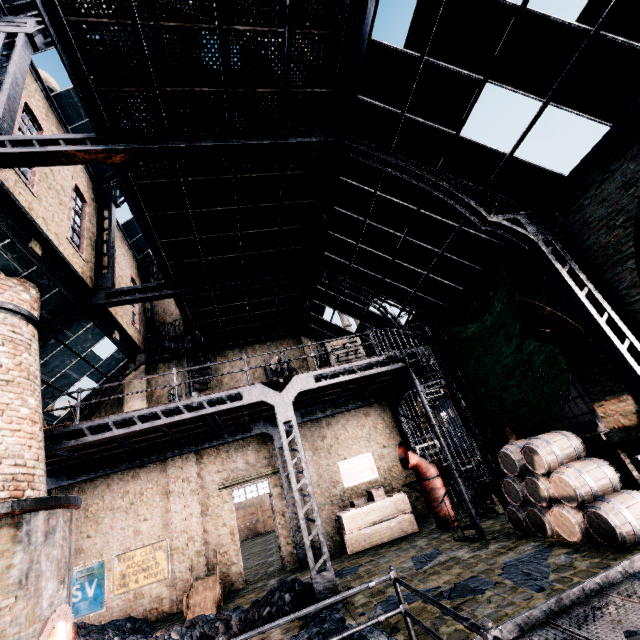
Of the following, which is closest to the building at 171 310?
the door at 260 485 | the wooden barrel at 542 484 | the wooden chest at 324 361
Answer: the door at 260 485

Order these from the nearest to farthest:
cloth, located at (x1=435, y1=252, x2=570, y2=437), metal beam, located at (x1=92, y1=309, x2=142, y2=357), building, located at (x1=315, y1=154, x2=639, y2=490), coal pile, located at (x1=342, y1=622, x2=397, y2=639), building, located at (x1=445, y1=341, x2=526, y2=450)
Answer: coal pile, located at (x1=342, y1=622, x2=397, y2=639) → building, located at (x1=315, y1=154, x2=639, y2=490) → cloth, located at (x1=435, y1=252, x2=570, y2=437) → building, located at (x1=445, y1=341, x2=526, y2=450) → metal beam, located at (x1=92, y1=309, x2=142, y2=357)

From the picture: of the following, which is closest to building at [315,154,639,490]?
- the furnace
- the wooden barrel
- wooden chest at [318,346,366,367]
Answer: the wooden barrel

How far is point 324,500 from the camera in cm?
1577

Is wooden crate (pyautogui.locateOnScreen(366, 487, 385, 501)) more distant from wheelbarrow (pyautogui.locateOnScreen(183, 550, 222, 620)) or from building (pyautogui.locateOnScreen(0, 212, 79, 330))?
wheelbarrow (pyautogui.locateOnScreen(183, 550, 222, 620))

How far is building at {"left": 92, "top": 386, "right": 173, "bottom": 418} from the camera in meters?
16.2

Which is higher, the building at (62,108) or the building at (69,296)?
the building at (62,108)

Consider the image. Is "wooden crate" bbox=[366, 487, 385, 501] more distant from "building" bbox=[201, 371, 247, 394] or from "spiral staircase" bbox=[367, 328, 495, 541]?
"spiral staircase" bbox=[367, 328, 495, 541]
